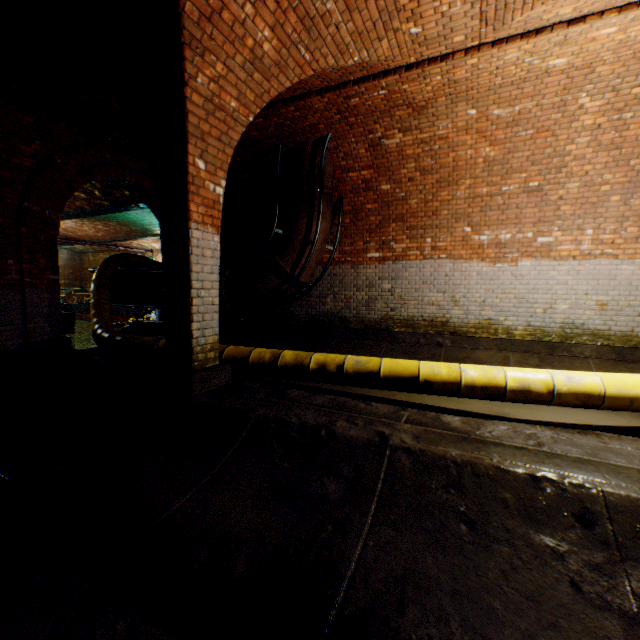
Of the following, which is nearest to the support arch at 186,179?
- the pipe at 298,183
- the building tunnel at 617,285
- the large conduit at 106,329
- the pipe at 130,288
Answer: the building tunnel at 617,285

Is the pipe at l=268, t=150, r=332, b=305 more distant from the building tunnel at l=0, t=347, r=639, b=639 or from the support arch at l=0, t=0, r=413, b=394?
the support arch at l=0, t=0, r=413, b=394

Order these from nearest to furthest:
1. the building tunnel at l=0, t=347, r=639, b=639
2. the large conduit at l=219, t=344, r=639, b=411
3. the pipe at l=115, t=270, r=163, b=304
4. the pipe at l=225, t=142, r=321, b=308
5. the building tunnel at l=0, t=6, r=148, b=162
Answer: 1. the building tunnel at l=0, t=347, r=639, b=639
2. the large conduit at l=219, t=344, r=639, b=411
3. the building tunnel at l=0, t=6, r=148, b=162
4. the pipe at l=225, t=142, r=321, b=308
5. the pipe at l=115, t=270, r=163, b=304

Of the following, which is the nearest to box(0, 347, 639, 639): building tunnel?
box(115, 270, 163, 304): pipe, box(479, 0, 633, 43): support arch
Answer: box(479, 0, 633, 43): support arch

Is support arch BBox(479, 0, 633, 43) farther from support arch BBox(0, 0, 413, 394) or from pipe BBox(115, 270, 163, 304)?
pipe BBox(115, 270, 163, 304)

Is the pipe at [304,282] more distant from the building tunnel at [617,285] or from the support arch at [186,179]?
the support arch at [186,179]

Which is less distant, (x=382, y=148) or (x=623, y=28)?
(x=623, y=28)

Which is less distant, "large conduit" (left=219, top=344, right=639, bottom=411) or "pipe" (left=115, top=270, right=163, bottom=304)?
"large conduit" (left=219, top=344, right=639, bottom=411)
